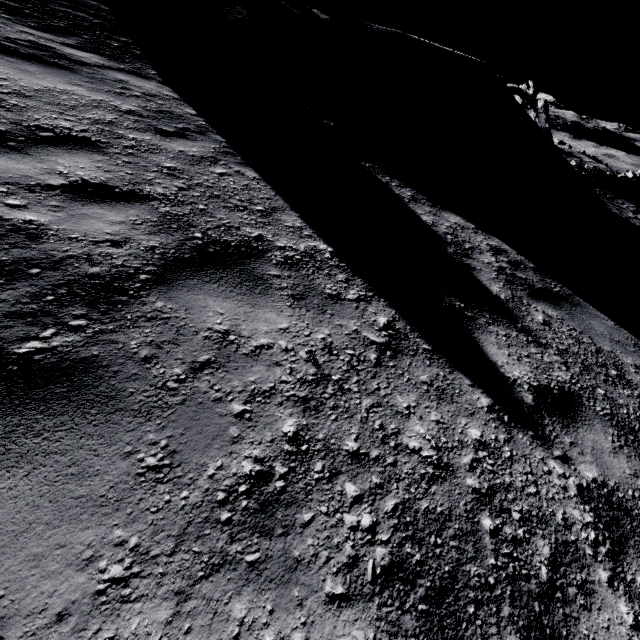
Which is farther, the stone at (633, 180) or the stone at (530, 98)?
the stone at (633, 180)

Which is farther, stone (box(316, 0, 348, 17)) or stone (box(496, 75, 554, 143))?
stone (box(496, 75, 554, 143))

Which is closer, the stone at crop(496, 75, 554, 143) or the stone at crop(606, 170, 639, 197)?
the stone at crop(496, 75, 554, 143)

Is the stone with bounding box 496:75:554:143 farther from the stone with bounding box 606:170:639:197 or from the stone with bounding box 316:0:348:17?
the stone with bounding box 606:170:639:197

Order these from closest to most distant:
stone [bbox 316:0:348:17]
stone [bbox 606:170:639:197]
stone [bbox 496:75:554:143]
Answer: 1. stone [bbox 316:0:348:17]
2. stone [bbox 496:75:554:143]
3. stone [bbox 606:170:639:197]

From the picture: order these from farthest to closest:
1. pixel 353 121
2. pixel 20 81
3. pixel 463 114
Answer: pixel 463 114 → pixel 353 121 → pixel 20 81

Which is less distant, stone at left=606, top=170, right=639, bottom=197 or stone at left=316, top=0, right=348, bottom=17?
stone at left=316, top=0, right=348, bottom=17

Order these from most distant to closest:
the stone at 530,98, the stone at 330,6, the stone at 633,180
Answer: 1. the stone at 633,180
2. the stone at 530,98
3. the stone at 330,6
